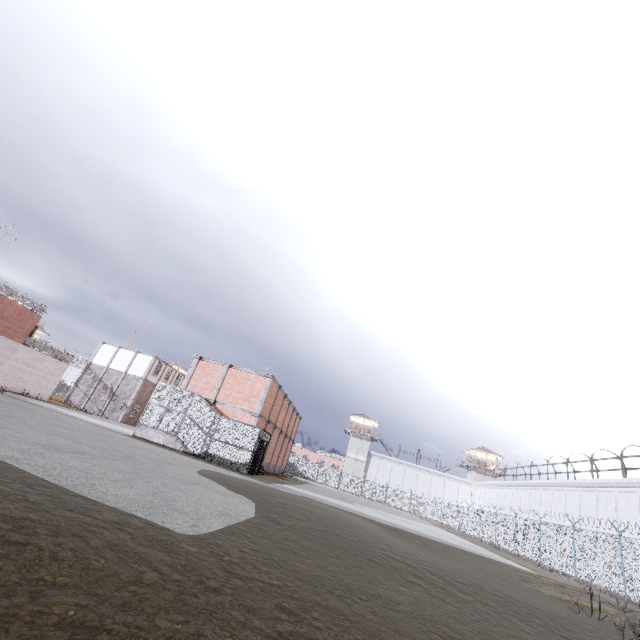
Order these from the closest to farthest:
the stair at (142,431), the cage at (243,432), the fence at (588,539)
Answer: the fence at (588,539) → the cage at (243,432) → the stair at (142,431)

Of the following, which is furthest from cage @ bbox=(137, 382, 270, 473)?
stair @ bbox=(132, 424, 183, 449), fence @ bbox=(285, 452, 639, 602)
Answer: fence @ bbox=(285, 452, 639, 602)

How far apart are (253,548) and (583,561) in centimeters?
2479cm

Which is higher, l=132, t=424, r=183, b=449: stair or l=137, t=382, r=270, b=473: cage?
l=137, t=382, r=270, b=473: cage

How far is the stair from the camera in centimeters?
2133cm

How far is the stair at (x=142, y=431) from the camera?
21.33m

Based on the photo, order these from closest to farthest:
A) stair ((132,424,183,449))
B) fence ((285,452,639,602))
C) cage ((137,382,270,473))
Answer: fence ((285,452,639,602)) < cage ((137,382,270,473)) < stair ((132,424,183,449))

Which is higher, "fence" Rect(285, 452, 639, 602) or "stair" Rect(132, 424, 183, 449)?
"fence" Rect(285, 452, 639, 602)
